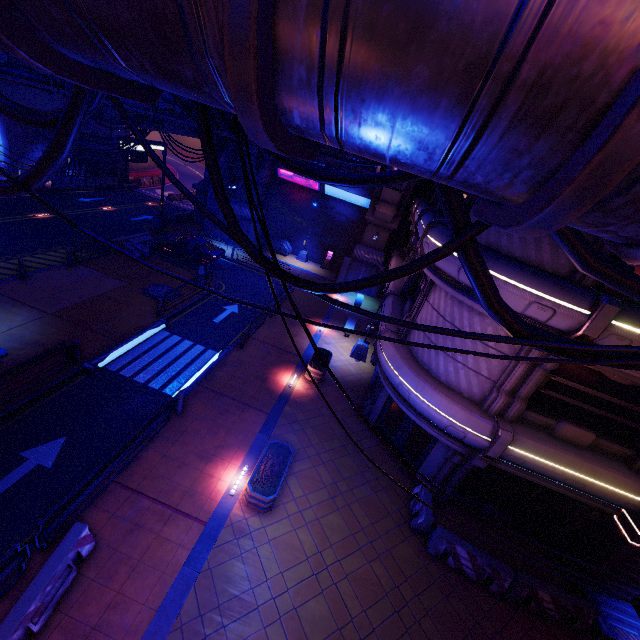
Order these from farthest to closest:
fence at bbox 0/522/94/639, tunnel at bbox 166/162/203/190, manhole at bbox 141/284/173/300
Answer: tunnel at bbox 166/162/203/190 → manhole at bbox 141/284/173/300 → fence at bbox 0/522/94/639

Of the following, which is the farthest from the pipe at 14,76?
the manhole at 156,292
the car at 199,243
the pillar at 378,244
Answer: the pillar at 378,244

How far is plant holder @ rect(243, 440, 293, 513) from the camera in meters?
10.0

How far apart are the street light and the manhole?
11.4m

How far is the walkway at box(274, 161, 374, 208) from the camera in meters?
29.4 m

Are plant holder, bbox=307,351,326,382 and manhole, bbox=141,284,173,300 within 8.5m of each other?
no

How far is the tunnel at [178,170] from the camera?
49.70m

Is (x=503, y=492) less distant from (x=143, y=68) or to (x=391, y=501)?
(x=391, y=501)
